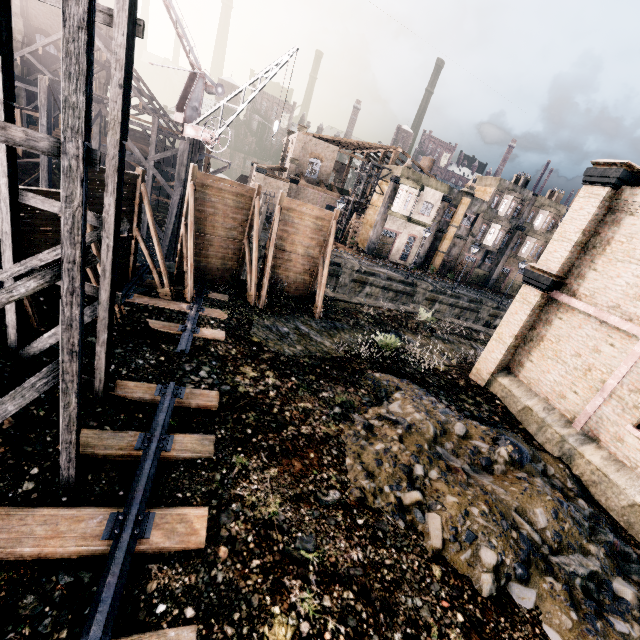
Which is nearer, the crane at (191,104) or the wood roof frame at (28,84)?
the crane at (191,104)

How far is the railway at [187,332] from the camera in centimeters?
1213cm

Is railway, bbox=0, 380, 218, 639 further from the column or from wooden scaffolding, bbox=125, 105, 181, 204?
the column

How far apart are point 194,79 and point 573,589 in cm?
3725

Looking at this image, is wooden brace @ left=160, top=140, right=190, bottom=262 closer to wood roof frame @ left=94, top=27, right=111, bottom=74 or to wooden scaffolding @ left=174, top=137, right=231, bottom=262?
wooden scaffolding @ left=174, top=137, right=231, bottom=262

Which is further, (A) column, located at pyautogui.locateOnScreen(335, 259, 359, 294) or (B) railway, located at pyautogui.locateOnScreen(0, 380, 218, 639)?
(A) column, located at pyautogui.locateOnScreen(335, 259, 359, 294)

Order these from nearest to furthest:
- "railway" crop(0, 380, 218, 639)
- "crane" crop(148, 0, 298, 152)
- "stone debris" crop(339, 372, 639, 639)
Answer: "railway" crop(0, 380, 218, 639) < "stone debris" crop(339, 372, 639, 639) < "crane" crop(148, 0, 298, 152)

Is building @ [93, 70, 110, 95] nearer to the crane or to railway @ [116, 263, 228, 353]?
the crane
